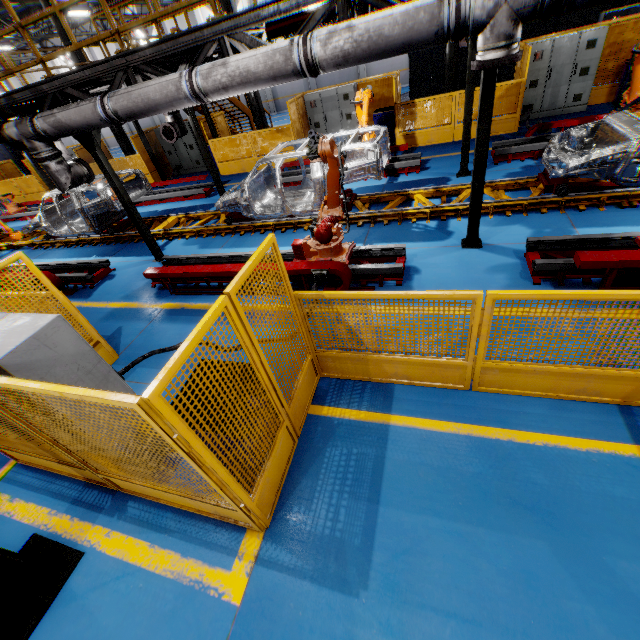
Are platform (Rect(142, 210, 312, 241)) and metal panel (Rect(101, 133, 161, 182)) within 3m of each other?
no

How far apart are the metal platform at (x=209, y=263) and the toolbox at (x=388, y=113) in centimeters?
851cm

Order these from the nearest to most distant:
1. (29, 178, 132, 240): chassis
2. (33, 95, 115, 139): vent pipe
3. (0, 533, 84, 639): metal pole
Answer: (0, 533, 84, 639): metal pole, (33, 95, 115, 139): vent pipe, (29, 178, 132, 240): chassis

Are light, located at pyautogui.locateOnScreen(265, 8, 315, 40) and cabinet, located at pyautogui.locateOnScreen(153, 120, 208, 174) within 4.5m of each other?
no

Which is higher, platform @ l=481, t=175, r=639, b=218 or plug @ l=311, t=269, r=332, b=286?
plug @ l=311, t=269, r=332, b=286

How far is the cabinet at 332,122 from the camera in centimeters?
1264cm

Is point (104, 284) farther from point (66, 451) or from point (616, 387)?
point (616, 387)

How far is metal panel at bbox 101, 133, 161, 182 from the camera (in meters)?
15.41
